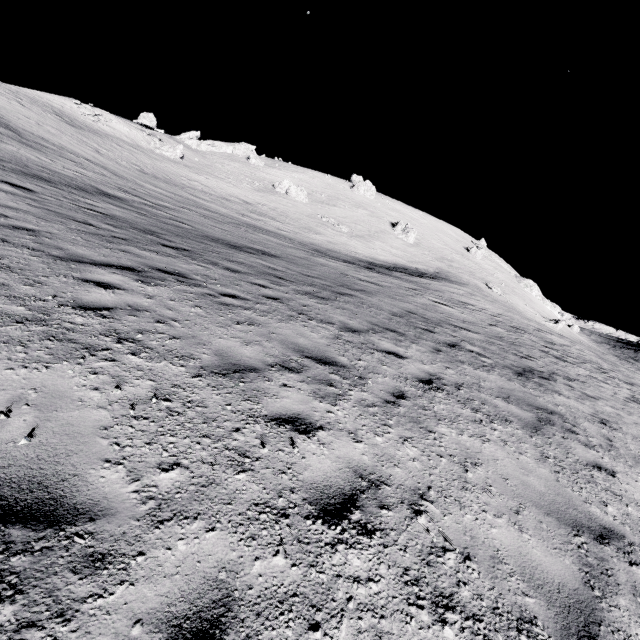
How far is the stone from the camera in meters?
52.0

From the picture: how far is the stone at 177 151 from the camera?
52.0m

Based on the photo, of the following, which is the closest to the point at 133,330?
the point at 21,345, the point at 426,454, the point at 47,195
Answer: the point at 21,345
